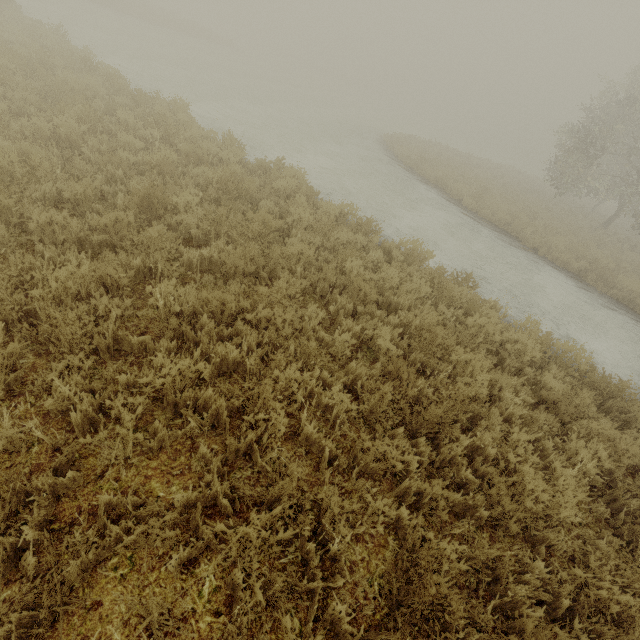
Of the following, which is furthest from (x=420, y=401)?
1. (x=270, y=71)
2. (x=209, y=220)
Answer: (x=270, y=71)
